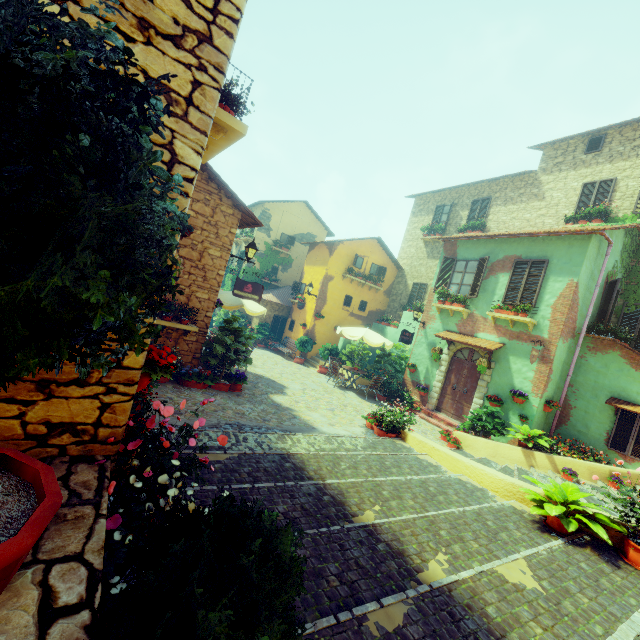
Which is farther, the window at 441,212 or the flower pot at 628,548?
the window at 441,212

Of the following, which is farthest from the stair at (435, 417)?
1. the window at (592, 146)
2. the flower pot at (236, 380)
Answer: the window at (592, 146)

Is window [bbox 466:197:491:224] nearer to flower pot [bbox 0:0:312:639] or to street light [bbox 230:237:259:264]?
street light [bbox 230:237:259:264]

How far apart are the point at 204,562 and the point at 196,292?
8.41m

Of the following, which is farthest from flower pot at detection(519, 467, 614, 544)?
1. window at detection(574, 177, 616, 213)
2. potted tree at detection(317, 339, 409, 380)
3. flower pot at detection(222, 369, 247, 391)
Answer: window at detection(574, 177, 616, 213)

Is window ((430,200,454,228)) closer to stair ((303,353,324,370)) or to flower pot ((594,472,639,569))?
stair ((303,353,324,370))

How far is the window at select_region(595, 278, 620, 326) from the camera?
10.55m

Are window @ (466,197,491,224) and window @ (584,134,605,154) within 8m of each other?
yes
